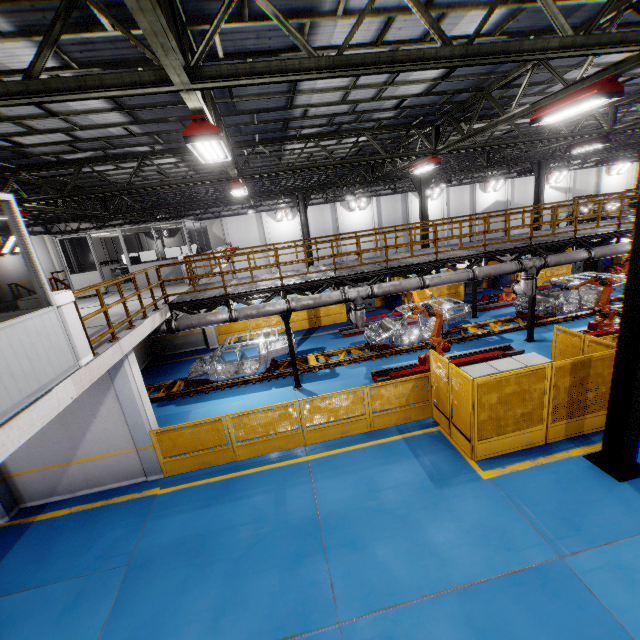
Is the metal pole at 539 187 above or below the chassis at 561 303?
above

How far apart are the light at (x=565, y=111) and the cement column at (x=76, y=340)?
10.5 meters

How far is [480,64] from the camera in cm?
467

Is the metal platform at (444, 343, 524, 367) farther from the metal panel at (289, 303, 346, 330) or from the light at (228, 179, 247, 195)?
the light at (228, 179, 247, 195)

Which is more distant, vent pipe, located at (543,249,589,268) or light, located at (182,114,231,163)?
vent pipe, located at (543,249,589,268)

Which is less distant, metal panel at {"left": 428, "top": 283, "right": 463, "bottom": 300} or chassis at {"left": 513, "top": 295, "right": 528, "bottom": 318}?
chassis at {"left": 513, "top": 295, "right": 528, "bottom": 318}

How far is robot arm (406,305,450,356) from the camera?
11.9 meters

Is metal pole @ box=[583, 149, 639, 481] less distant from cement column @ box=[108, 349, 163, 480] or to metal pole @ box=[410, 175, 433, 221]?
cement column @ box=[108, 349, 163, 480]
